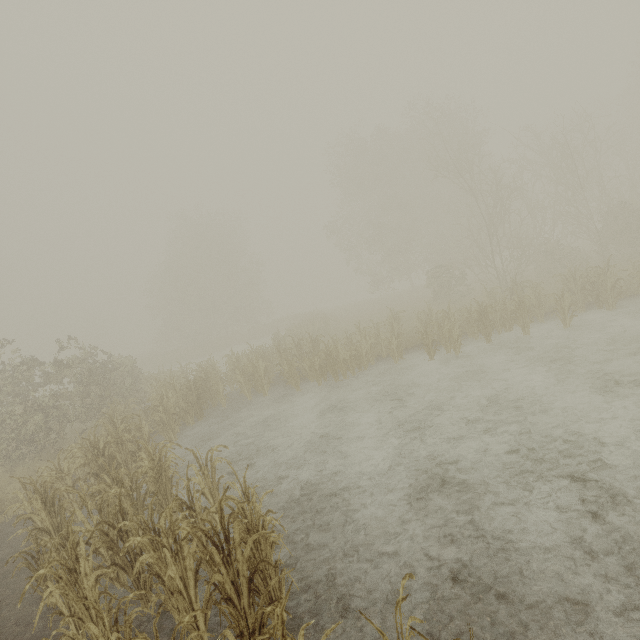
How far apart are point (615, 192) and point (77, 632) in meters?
33.8 m
